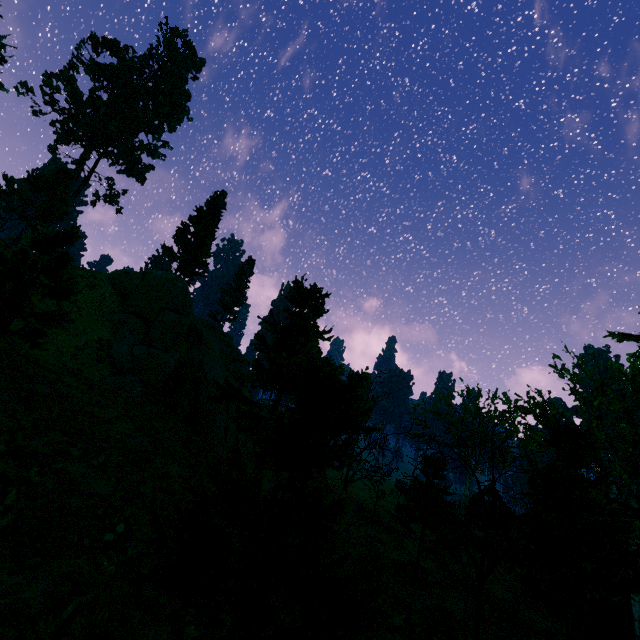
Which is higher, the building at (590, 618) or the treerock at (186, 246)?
the treerock at (186, 246)

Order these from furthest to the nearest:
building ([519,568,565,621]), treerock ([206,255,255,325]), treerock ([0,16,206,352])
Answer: treerock ([206,255,255,325]) → building ([519,568,565,621]) → treerock ([0,16,206,352])

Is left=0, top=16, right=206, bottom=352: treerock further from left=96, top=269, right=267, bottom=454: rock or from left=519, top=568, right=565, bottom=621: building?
left=96, top=269, right=267, bottom=454: rock

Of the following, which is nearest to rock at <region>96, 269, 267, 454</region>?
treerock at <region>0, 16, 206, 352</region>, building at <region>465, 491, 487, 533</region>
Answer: treerock at <region>0, 16, 206, 352</region>

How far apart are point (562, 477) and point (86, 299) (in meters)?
30.67

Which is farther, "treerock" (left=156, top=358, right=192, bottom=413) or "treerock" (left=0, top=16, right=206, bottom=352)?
"treerock" (left=156, top=358, right=192, bottom=413)

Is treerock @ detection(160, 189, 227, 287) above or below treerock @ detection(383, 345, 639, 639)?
above

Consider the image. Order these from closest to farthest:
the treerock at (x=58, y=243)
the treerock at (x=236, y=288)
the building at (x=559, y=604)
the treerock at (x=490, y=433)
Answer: the treerock at (x=490, y=433) → the treerock at (x=58, y=243) → the building at (x=559, y=604) → the treerock at (x=236, y=288)
